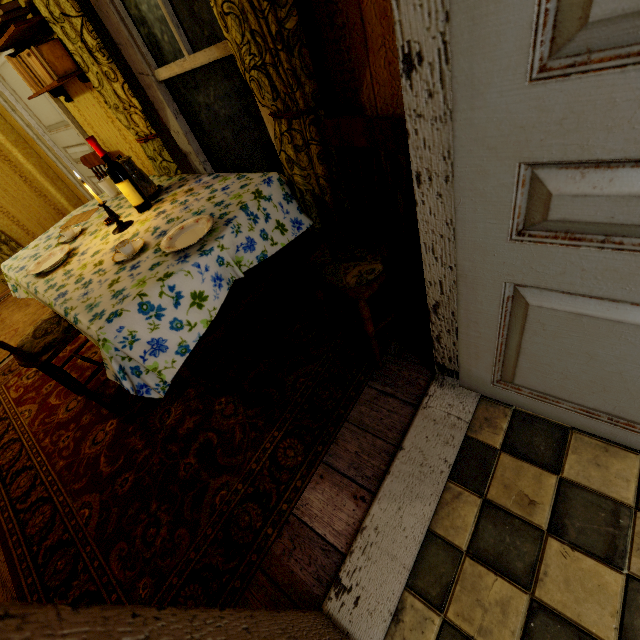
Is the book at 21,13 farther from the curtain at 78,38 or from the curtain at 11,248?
the curtain at 11,248

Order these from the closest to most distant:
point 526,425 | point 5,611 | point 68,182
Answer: point 5,611
point 526,425
point 68,182

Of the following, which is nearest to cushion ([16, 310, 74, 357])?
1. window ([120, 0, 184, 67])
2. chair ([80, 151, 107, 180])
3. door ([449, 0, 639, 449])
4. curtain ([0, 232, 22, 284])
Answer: chair ([80, 151, 107, 180])

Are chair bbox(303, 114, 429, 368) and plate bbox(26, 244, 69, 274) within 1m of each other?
no

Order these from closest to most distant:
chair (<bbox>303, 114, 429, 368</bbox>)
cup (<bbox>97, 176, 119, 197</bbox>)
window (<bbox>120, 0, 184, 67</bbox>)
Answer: chair (<bbox>303, 114, 429, 368</bbox>) → window (<bbox>120, 0, 184, 67</bbox>) → cup (<bbox>97, 176, 119, 197</bbox>)

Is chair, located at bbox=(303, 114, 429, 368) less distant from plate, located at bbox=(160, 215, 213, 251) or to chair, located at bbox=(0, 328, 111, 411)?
plate, located at bbox=(160, 215, 213, 251)

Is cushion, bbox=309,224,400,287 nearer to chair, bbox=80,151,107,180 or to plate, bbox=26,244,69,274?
plate, bbox=26,244,69,274

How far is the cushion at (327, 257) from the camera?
1.5m
